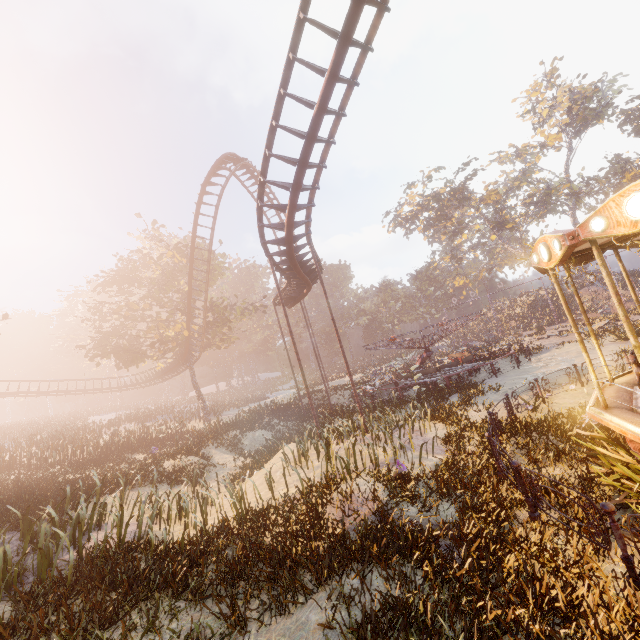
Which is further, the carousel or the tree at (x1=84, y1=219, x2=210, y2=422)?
the tree at (x1=84, y1=219, x2=210, y2=422)

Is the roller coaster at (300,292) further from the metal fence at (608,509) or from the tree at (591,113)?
the tree at (591,113)

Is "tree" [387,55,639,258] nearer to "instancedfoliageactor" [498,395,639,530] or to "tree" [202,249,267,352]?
"tree" [202,249,267,352]

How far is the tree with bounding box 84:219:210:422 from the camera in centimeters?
2853cm

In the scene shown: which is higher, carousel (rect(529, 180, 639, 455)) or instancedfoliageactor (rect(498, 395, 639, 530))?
carousel (rect(529, 180, 639, 455))

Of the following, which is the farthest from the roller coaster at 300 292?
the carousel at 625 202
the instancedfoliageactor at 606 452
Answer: the instancedfoliageactor at 606 452

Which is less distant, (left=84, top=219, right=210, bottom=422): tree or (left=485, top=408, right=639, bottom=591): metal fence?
(left=485, top=408, right=639, bottom=591): metal fence

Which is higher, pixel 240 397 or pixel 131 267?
pixel 131 267
